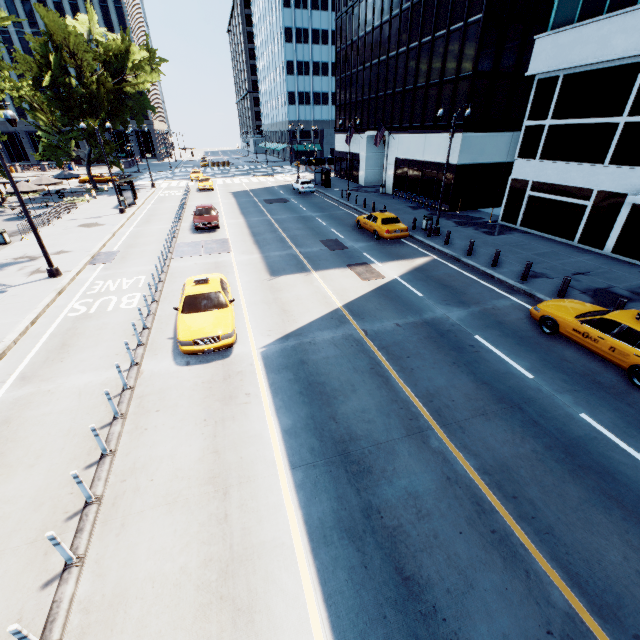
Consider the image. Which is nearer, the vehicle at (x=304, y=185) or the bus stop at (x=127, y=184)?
the bus stop at (x=127, y=184)

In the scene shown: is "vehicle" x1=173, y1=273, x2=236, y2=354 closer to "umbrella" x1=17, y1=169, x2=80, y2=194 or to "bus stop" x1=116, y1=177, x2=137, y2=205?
"bus stop" x1=116, y1=177, x2=137, y2=205

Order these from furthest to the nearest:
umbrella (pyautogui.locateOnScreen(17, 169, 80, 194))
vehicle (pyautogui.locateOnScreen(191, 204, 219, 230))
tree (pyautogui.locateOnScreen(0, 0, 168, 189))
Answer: tree (pyautogui.locateOnScreen(0, 0, 168, 189)) < umbrella (pyautogui.locateOnScreen(17, 169, 80, 194)) < vehicle (pyautogui.locateOnScreen(191, 204, 219, 230))

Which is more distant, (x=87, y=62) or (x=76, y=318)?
(x=87, y=62)

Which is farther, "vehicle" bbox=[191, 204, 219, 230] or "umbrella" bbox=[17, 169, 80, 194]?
"umbrella" bbox=[17, 169, 80, 194]

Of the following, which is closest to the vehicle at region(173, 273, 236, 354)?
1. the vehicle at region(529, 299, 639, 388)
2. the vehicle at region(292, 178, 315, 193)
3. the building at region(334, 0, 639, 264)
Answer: the vehicle at region(529, 299, 639, 388)

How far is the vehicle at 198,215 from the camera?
23.61m

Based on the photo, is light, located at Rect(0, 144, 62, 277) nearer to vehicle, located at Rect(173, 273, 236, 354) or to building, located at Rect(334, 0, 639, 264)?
vehicle, located at Rect(173, 273, 236, 354)
